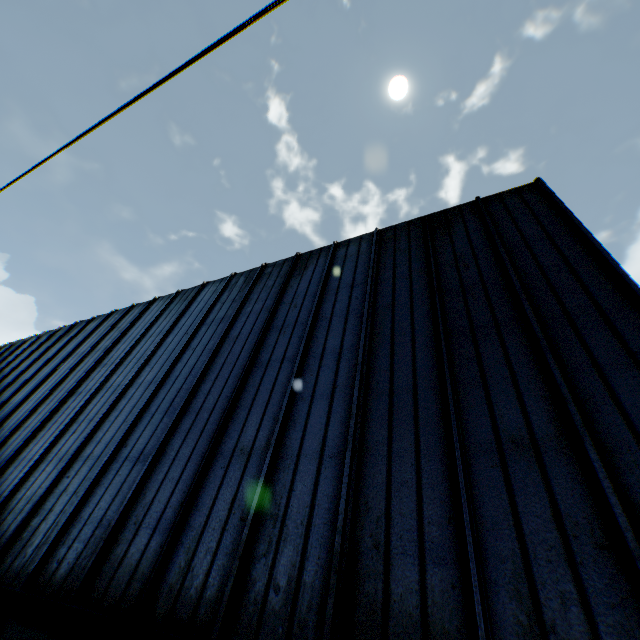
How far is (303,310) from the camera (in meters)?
8.48
